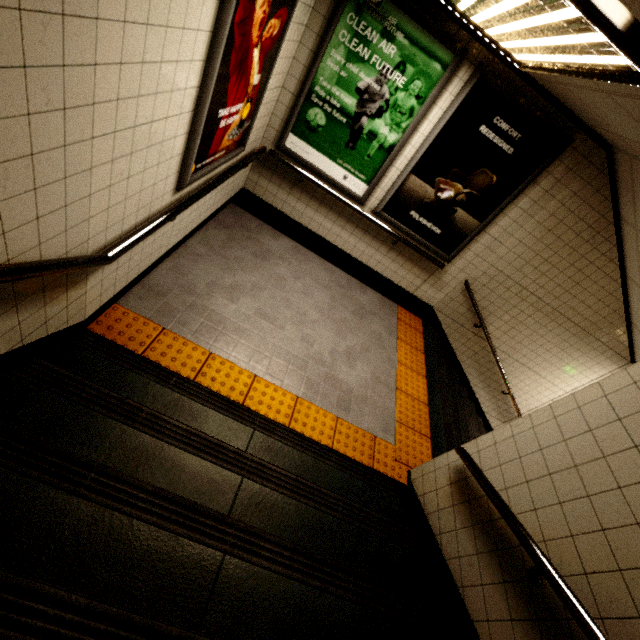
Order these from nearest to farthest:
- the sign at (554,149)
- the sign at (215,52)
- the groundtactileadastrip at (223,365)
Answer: the sign at (215,52) < the groundtactileadastrip at (223,365) < the sign at (554,149)

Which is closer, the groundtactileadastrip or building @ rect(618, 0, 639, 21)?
building @ rect(618, 0, 639, 21)

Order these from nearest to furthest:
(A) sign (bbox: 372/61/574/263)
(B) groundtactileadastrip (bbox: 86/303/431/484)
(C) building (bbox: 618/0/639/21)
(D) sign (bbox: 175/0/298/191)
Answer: (C) building (bbox: 618/0/639/21) → (D) sign (bbox: 175/0/298/191) → (B) groundtactileadastrip (bbox: 86/303/431/484) → (A) sign (bbox: 372/61/574/263)

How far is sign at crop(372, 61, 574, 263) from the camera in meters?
3.3 m

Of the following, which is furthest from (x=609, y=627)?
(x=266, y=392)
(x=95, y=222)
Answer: (x=95, y=222)

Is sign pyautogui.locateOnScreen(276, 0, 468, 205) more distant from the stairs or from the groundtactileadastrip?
the stairs

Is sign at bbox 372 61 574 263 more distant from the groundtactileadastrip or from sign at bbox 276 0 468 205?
the groundtactileadastrip

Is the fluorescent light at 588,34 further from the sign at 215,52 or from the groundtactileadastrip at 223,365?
the groundtactileadastrip at 223,365
